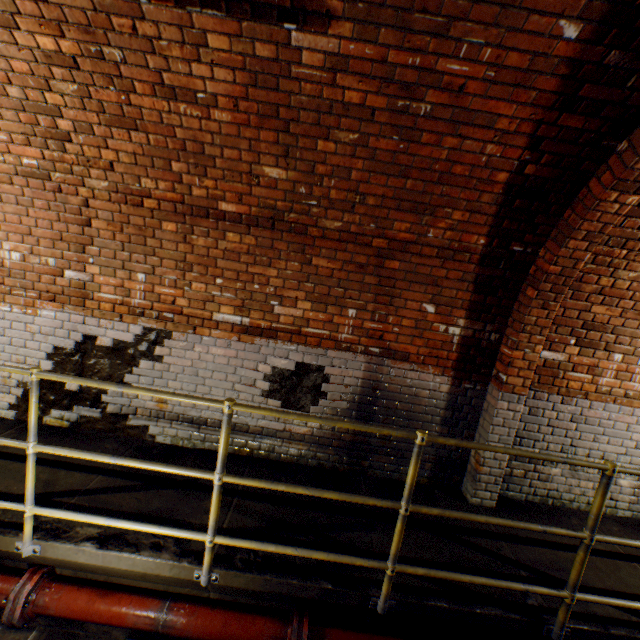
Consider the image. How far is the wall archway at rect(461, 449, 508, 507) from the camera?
3.3m

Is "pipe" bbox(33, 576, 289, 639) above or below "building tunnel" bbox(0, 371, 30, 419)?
below

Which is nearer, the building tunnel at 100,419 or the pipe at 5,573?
the pipe at 5,573

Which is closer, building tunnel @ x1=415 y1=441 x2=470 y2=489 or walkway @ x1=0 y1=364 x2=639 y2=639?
walkway @ x1=0 y1=364 x2=639 y2=639

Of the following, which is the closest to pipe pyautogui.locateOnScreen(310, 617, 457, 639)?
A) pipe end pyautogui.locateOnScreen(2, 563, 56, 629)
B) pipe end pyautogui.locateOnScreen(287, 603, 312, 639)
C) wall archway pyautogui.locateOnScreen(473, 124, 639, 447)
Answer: pipe end pyautogui.locateOnScreen(287, 603, 312, 639)

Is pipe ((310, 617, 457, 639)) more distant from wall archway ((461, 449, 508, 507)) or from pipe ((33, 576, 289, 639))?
wall archway ((461, 449, 508, 507))

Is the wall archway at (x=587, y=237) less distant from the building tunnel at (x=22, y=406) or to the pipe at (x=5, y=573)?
the building tunnel at (x=22, y=406)

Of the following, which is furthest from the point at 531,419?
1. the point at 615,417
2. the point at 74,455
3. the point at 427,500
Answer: the point at 74,455
